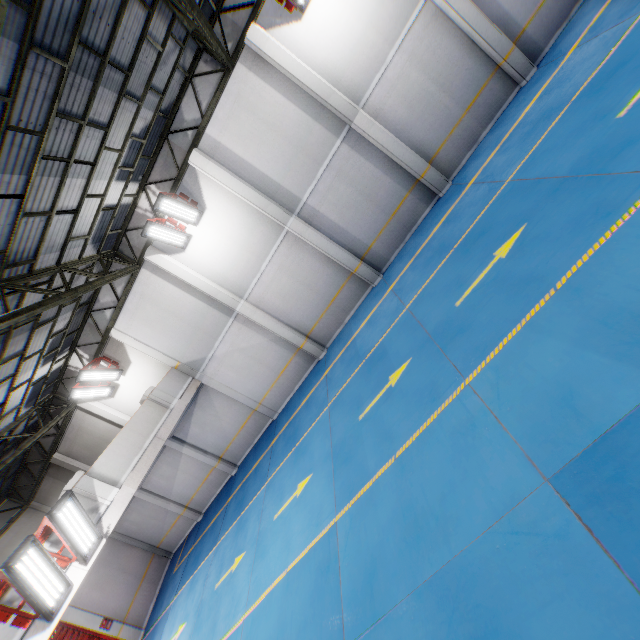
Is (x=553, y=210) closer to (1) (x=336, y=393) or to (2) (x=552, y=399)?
(2) (x=552, y=399)

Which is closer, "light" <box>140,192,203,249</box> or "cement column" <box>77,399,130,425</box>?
"light" <box>140,192,203,249</box>

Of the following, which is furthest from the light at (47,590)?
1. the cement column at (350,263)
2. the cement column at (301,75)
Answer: the cement column at (301,75)

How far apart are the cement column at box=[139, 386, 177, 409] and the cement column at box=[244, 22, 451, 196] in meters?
11.7

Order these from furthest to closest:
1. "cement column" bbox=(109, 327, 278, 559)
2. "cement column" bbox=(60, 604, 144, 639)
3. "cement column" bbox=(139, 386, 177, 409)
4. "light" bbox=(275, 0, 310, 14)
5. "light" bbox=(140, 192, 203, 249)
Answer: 1. "cement column" bbox=(60, 604, 144, 639)
2. "cement column" bbox=(109, 327, 278, 559)
3. "cement column" bbox=(139, 386, 177, 409)
4. "light" bbox=(140, 192, 203, 249)
5. "light" bbox=(275, 0, 310, 14)

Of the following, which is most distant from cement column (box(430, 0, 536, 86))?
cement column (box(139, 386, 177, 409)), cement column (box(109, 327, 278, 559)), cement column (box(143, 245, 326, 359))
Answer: cement column (box(139, 386, 177, 409))

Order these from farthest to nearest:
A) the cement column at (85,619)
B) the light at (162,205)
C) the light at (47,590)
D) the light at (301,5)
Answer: the cement column at (85,619) → the light at (162,205) → the light at (301,5) → the light at (47,590)

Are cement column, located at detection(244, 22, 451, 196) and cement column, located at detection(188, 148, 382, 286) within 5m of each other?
yes
